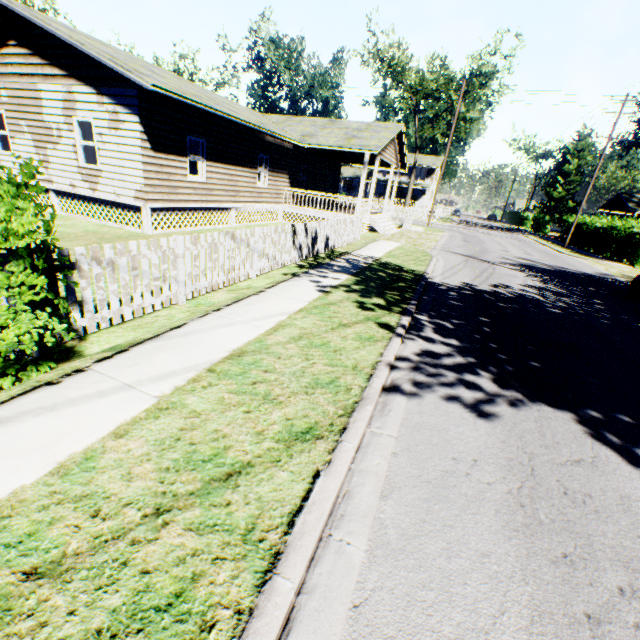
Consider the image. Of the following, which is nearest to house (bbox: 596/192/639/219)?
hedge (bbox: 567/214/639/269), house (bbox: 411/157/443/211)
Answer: hedge (bbox: 567/214/639/269)

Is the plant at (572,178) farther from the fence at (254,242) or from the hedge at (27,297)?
the hedge at (27,297)

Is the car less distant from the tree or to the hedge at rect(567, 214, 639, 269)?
the hedge at rect(567, 214, 639, 269)

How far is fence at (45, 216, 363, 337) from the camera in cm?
444

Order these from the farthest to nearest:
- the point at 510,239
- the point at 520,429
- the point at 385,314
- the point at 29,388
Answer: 1. the point at 510,239
2. the point at 385,314
3. the point at 520,429
4. the point at 29,388

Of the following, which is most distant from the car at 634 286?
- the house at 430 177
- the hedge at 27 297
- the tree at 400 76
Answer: the house at 430 177

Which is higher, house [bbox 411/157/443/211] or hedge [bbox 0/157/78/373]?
house [bbox 411/157/443/211]

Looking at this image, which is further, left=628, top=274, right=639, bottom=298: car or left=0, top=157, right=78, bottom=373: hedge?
left=628, top=274, right=639, bottom=298: car
